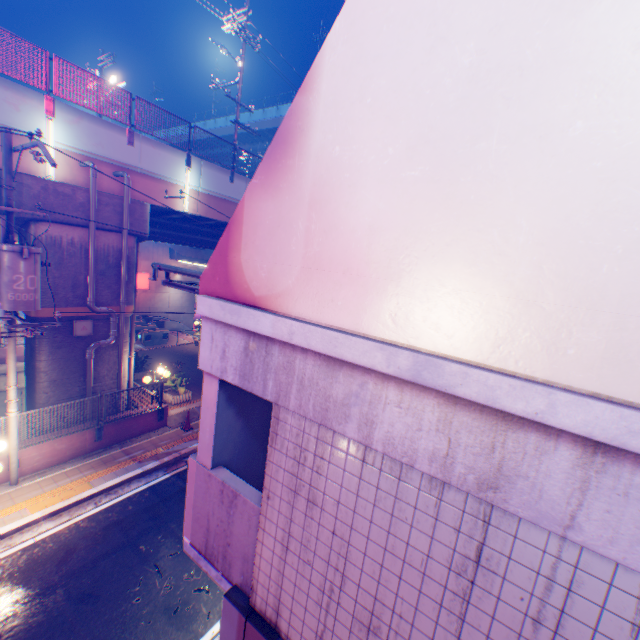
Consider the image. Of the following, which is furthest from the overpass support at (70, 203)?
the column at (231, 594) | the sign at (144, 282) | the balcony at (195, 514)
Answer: the column at (231, 594)

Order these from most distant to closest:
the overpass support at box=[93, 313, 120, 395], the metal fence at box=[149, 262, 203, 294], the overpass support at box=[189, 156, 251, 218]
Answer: the overpass support at box=[189, 156, 251, 218] → the overpass support at box=[93, 313, 120, 395] → the metal fence at box=[149, 262, 203, 294]

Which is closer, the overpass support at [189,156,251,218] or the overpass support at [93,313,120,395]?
the overpass support at [93,313,120,395]

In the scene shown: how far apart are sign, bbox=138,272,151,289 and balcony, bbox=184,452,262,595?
27.5 meters

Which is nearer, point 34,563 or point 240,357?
point 240,357

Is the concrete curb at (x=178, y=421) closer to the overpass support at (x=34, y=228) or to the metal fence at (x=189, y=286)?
the metal fence at (x=189, y=286)

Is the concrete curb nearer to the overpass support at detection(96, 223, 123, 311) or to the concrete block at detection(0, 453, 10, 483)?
the concrete block at detection(0, 453, 10, 483)

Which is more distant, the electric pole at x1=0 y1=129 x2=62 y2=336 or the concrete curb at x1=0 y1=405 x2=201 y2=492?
the concrete curb at x1=0 y1=405 x2=201 y2=492
